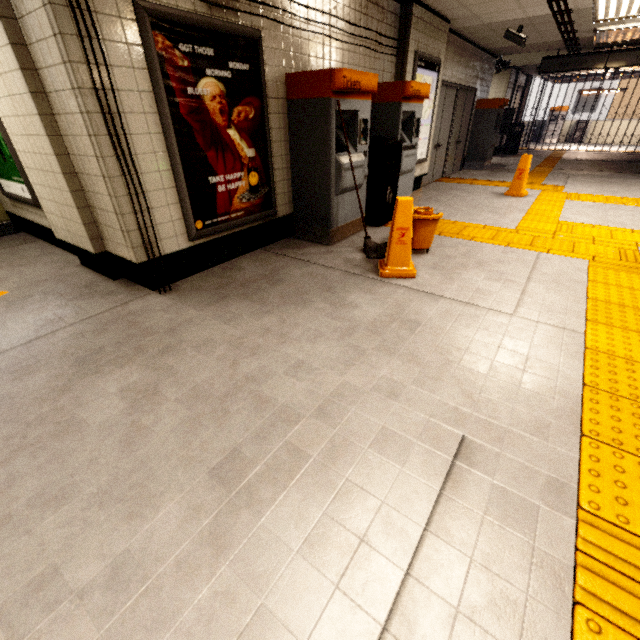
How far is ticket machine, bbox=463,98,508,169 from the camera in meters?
9.4

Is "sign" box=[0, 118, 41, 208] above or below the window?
below

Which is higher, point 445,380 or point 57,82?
point 57,82

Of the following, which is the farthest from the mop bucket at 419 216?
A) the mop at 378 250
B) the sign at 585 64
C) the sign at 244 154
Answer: the sign at 585 64

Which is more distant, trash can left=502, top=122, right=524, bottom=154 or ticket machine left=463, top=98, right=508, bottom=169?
trash can left=502, top=122, right=524, bottom=154

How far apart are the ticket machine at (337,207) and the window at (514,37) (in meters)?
5.17

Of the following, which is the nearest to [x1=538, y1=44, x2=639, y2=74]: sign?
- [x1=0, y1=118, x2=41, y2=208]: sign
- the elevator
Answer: [x1=0, y1=118, x2=41, y2=208]: sign

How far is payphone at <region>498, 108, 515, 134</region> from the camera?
12.59m
